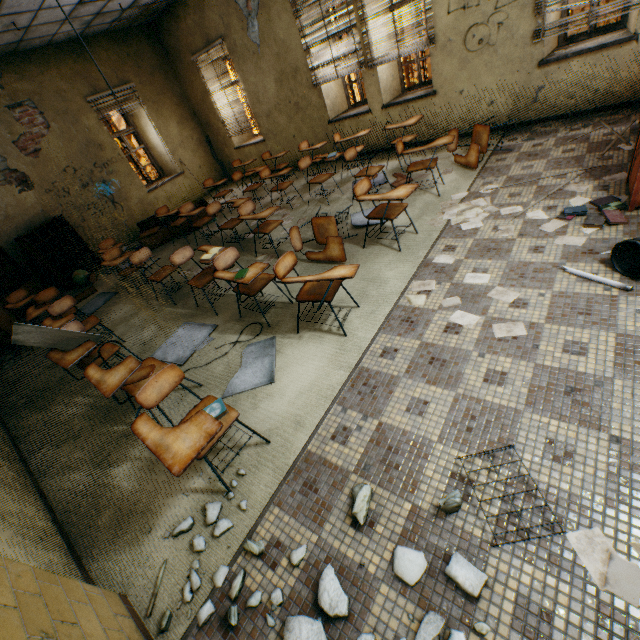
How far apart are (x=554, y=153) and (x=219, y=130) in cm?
842

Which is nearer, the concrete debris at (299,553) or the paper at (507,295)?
the concrete debris at (299,553)

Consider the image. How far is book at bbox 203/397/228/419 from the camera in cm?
218

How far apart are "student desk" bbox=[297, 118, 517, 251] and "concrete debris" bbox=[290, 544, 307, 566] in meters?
4.4 m

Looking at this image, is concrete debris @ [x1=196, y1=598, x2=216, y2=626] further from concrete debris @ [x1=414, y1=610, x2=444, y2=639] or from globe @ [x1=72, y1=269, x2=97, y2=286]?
globe @ [x1=72, y1=269, x2=97, y2=286]

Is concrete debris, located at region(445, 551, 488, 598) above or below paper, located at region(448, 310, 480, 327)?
above

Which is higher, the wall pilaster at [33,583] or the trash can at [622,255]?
the wall pilaster at [33,583]

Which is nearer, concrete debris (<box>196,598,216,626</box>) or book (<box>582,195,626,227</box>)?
concrete debris (<box>196,598,216,626</box>)
